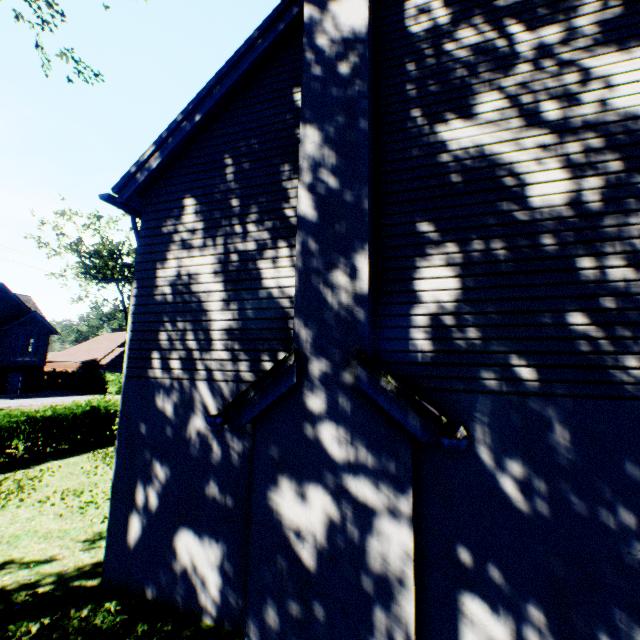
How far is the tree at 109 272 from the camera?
31.47m

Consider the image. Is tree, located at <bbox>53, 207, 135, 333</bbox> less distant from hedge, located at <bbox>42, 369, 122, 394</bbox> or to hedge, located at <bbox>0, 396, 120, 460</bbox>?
hedge, located at <bbox>42, 369, 122, 394</bbox>

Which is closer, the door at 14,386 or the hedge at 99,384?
the door at 14,386

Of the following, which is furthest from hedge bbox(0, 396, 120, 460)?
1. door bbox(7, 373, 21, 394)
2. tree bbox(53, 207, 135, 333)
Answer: door bbox(7, 373, 21, 394)

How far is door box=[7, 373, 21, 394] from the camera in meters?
33.2 m

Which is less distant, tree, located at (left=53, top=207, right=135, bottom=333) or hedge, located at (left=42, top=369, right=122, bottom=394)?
tree, located at (left=53, top=207, right=135, bottom=333)

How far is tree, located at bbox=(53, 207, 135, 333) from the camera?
31.5m

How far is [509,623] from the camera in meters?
3.6
